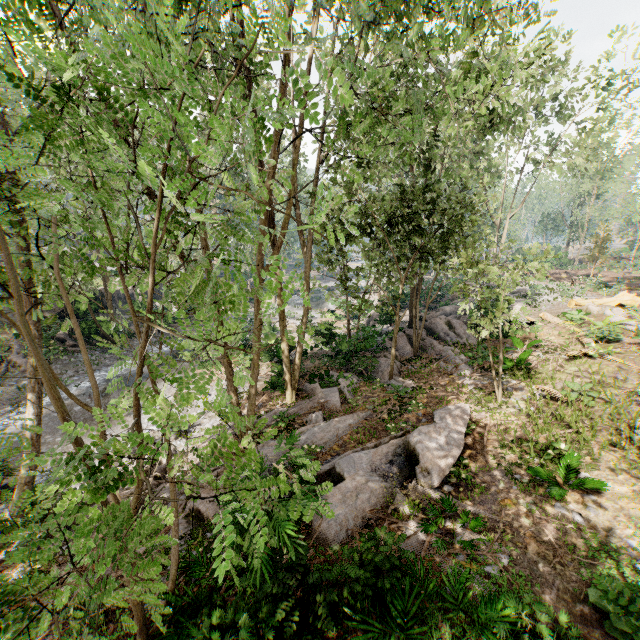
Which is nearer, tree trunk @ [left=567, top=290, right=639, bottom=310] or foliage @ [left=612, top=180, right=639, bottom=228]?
tree trunk @ [left=567, top=290, right=639, bottom=310]

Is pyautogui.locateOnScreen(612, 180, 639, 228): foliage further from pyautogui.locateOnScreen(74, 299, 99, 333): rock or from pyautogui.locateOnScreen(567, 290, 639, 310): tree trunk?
pyautogui.locateOnScreen(567, 290, 639, 310): tree trunk

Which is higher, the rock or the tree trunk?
the tree trunk

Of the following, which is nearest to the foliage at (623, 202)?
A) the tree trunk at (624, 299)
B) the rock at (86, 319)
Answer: the rock at (86, 319)

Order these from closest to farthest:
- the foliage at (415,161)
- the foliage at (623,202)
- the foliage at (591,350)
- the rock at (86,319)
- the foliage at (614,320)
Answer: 1. the foliage at (415,161)
2. the foliage at (591,350)
3. the foliage at (614,320)
4. the rock at (86,319)
5. the foliage at (623,202)

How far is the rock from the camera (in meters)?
24.03

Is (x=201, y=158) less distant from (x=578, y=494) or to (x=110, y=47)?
(x=110, y=47)
